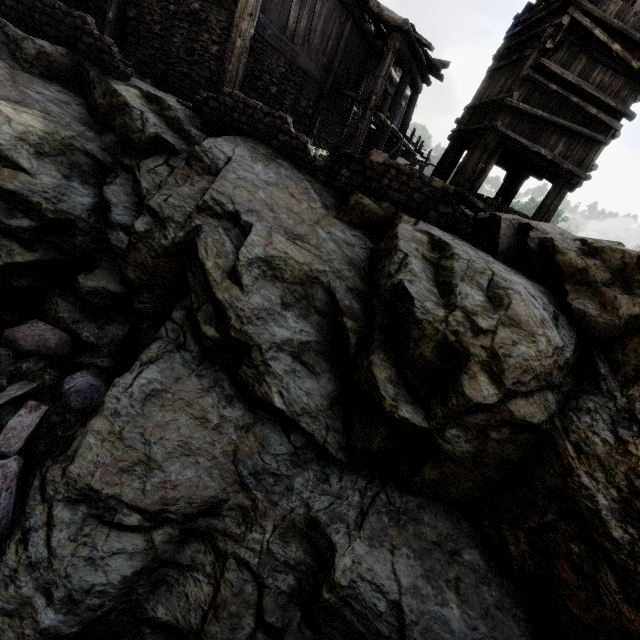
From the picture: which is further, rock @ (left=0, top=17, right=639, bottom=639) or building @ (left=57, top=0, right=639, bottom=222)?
building @ (left=57, top=0, right=639, bottom=222)

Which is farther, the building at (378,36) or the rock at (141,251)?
the building at (378,36)

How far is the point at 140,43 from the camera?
10.1 meters

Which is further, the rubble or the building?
the building

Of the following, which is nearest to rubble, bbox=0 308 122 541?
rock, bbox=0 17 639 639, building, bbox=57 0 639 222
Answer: rock, bbox=0 17 639 639

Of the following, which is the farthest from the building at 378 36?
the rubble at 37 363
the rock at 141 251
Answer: the rubble at 37 363

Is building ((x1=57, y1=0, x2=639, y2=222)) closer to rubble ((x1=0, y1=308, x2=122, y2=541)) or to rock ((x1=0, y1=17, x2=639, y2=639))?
rock ((x1=0, y1=17, x2=639, y2=639))
